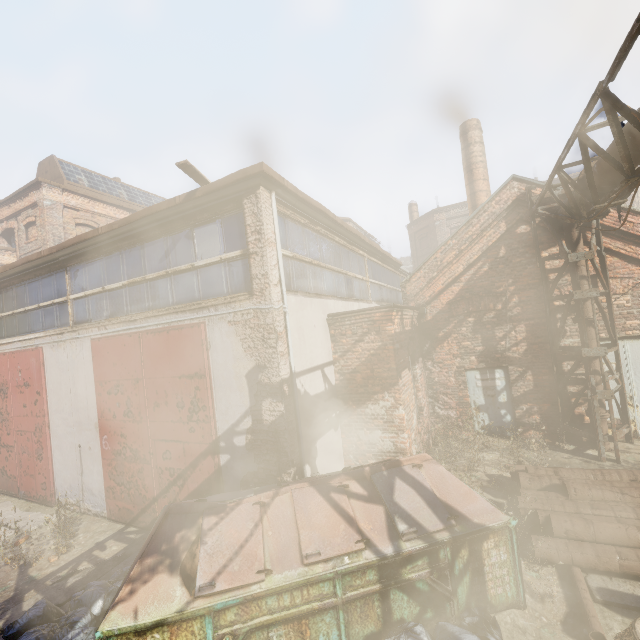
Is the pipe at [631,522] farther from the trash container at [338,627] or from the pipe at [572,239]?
the pipe at [572,239]

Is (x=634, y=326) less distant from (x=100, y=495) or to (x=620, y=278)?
(x=620, y=278)

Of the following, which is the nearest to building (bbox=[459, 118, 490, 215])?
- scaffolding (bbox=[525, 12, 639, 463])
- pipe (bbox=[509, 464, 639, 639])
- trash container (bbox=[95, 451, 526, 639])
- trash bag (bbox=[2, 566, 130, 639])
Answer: scaffolding (bbox=[525, 12, 639, 463])

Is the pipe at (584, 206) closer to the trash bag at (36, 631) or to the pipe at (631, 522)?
the pipe at (631, 522)

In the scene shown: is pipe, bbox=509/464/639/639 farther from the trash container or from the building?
the building

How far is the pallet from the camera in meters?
5.4 m

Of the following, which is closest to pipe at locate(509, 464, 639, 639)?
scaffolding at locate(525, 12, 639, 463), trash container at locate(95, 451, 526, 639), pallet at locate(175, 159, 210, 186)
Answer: trash container at locate(95, 451, 526, 639)

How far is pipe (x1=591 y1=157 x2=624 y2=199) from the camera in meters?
5.2
